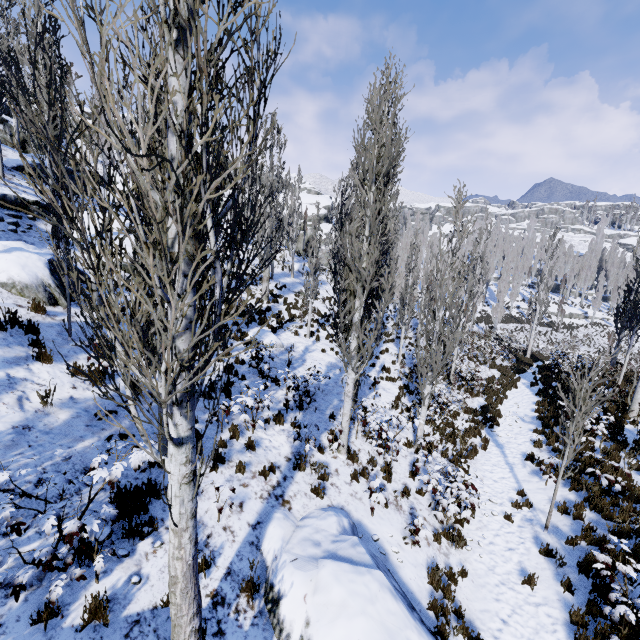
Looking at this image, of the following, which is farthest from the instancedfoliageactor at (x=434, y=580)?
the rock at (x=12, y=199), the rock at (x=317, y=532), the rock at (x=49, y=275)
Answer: the rock at (x=49, y=275)

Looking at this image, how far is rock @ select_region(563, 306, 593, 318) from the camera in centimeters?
5341cm

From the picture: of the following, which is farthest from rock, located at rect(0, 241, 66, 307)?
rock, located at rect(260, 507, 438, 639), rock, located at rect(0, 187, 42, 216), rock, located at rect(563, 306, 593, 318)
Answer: rock, located at rect(563, 306, 593, 318)

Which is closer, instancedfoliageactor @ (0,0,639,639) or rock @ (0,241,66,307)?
instancedfoliageactor @ (0,0,639,639)

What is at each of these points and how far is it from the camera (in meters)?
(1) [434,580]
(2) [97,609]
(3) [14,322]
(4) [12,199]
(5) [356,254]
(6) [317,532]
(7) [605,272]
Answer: (1) instancedfoliageactor, 6.73
(2) instancedfoliageactor, 4.04
(3) instancedfoliageactor, 7.52
(4) rock, 12.53
(5) instancedfoliageactor, 7.50
(6) rock, 6.31
(7) instancedfoliageactor, 49.97

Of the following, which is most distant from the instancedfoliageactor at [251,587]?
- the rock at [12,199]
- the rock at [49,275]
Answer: the rock at [49,275]

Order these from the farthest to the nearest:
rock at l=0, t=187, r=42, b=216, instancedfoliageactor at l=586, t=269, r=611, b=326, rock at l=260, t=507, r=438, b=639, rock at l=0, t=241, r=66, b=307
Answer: instancedfoliageactor at l=586, t=269, r=611, b=326 < rock at l=0, t=187, r=42, b=216 < rock at l=0, t=241, r=66, b=307 < rock at l=260, t=507, r=438, b=639

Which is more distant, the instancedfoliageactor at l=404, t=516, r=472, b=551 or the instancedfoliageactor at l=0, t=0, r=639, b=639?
the instancedfoliageactor at l=404, t=516, r=472, b=551
